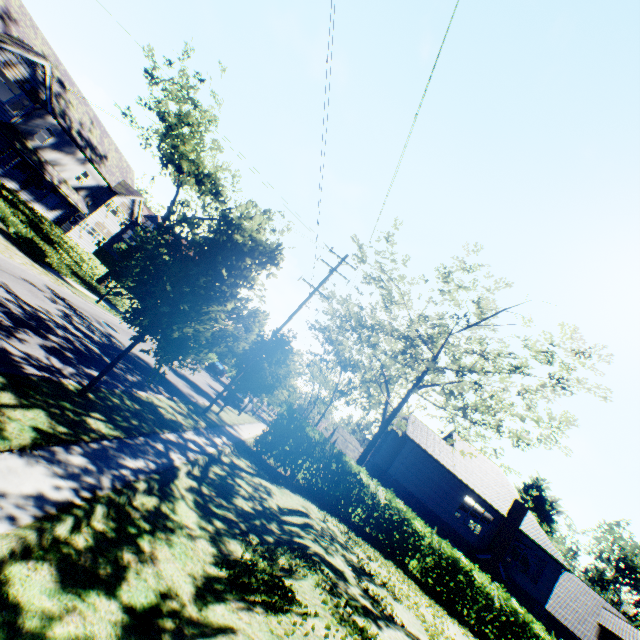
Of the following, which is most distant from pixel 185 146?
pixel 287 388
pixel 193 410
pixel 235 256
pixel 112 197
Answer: pixel 235 256

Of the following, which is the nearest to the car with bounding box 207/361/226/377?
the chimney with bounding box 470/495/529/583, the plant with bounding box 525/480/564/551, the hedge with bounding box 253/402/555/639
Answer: the hedge with bounding box 253/402/555/639

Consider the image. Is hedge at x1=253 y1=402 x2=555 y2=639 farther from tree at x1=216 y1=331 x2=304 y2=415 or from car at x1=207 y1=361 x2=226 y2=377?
car at x1=207 y1=361 x2=226 y2=377

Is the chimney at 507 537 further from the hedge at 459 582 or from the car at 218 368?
the car at 218 368

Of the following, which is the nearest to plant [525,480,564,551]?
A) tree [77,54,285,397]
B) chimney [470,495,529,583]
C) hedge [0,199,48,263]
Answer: tree [77,54,285,397]

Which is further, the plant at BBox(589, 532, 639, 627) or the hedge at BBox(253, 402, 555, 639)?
the plant at BBox(589, 532, 639, 627)

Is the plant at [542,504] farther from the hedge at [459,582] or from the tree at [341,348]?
the hedge at [459,582]

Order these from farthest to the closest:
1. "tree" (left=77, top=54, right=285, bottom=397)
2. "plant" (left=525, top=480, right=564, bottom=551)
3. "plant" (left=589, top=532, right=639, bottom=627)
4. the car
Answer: "plant" (left=589, top=532, right=639, bottom=627), "plant" (left=525, top=480, right=564, bottom=551), the car, "tree" (left=77, top=54, right=285, bottom=397)
